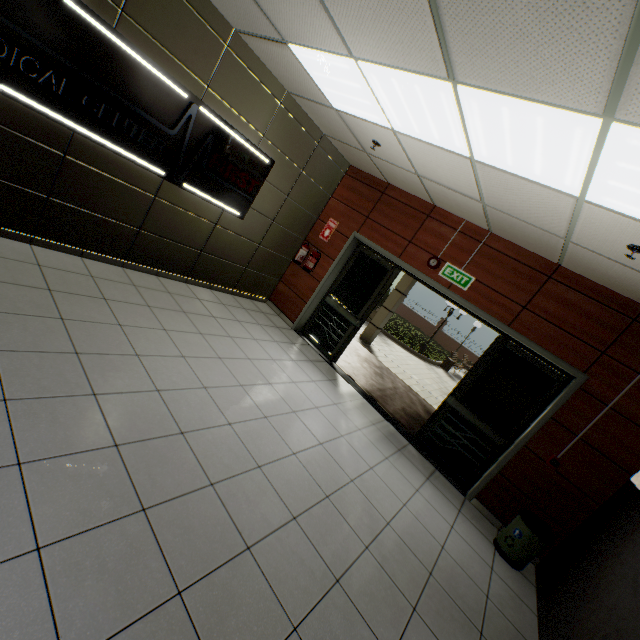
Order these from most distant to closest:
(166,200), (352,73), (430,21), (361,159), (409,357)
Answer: (409,357) → (361,159) → (166,200) → (352,73) → (430,21)

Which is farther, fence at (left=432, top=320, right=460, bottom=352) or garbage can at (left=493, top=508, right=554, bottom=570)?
fence at (left=432, top=320, right=460, bottom=352)

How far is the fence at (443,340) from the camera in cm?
2727

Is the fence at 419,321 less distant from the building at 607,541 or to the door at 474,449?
the door at 474,449

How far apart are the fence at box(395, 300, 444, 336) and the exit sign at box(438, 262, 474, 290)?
23.9m

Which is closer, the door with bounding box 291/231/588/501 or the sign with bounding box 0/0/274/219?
the sign with bounding box 0/0/274/219

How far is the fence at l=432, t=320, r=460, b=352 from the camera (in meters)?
27.27

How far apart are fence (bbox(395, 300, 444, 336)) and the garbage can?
24.5 meters
